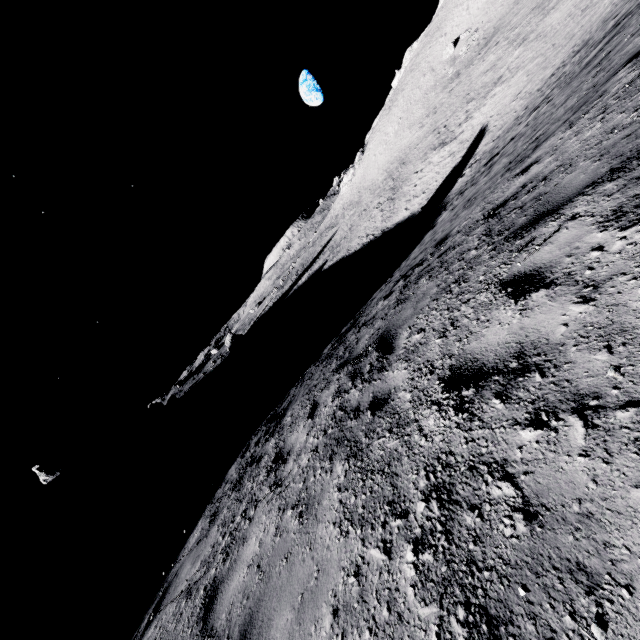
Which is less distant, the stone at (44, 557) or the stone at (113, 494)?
the stone at (44, 557)

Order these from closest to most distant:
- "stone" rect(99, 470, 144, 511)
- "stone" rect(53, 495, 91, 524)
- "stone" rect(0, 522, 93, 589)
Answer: "stone" rect(0, 522, 93, 589) < "stone" rect(99, 470, 144, 511) < "stone" rect(53, 495, 91, 524)

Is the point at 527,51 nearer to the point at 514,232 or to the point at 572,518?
the point at 514,232

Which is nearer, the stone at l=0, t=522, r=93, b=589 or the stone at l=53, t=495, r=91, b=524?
the stone at l=0, t=522, r=93, b=589

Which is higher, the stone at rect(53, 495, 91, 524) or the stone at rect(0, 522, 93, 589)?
the stone at rect(53, 495, 91, 524)

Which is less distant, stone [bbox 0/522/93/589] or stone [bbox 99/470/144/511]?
stone [bbox 0/522/93/589]

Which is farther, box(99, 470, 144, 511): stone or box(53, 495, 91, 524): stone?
box(53, 495, 91, 524): stone

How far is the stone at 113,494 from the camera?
42.81m
